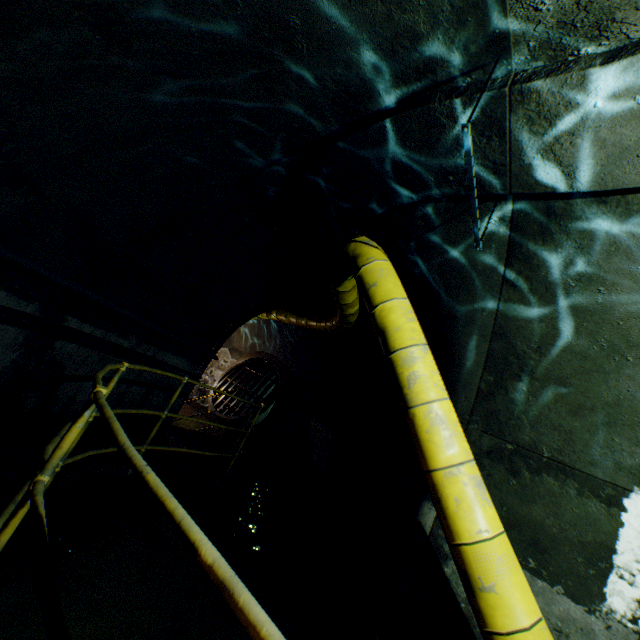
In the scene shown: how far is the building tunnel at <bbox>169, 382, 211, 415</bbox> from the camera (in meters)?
6.14

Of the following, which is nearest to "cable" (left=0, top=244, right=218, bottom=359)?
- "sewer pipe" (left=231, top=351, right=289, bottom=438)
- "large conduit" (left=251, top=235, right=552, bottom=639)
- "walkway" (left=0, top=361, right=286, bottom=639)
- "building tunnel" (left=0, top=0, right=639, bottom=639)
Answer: "building tunnel" (left=0, top=0, right=639, bottom=639)

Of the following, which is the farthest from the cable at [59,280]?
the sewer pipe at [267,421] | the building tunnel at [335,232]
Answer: the sewer pipe at [267,421]

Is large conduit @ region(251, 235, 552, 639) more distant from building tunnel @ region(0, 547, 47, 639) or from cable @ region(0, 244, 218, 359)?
cable @ region(0, 244, 218, 359)

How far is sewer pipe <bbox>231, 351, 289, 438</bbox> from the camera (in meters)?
10.45

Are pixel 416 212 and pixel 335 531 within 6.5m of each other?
no

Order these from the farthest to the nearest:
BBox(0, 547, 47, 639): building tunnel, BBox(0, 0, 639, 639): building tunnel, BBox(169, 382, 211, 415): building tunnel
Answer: BBox(169, 382, 211, 415): building tunnel → BBox(0, 547, 47, 639): building tunnel → BBox(0, 0, 639, 639): building tunnel

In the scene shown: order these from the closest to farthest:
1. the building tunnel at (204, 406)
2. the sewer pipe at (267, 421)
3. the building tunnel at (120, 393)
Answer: the building tunnel at (120, 393) → the building tunnel at (204, 406) → the sewer pipe at (267, 421)
